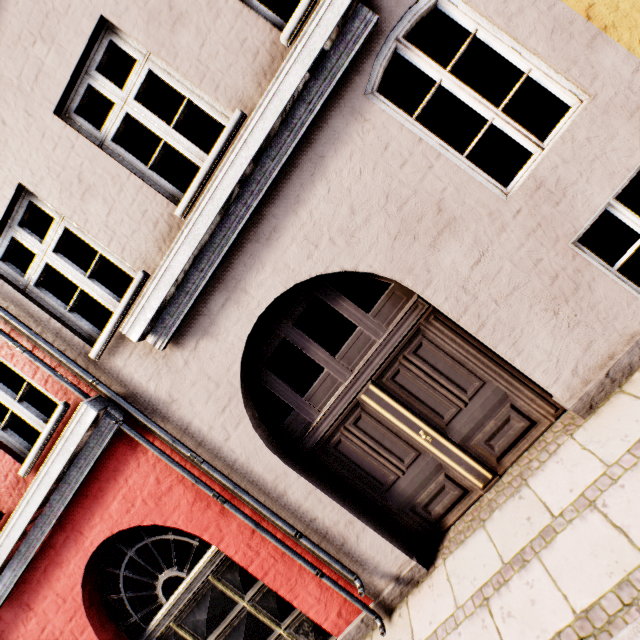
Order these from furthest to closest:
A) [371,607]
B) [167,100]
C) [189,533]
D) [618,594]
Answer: [189,533] < [167,100] < [371,607] < [618,594]
